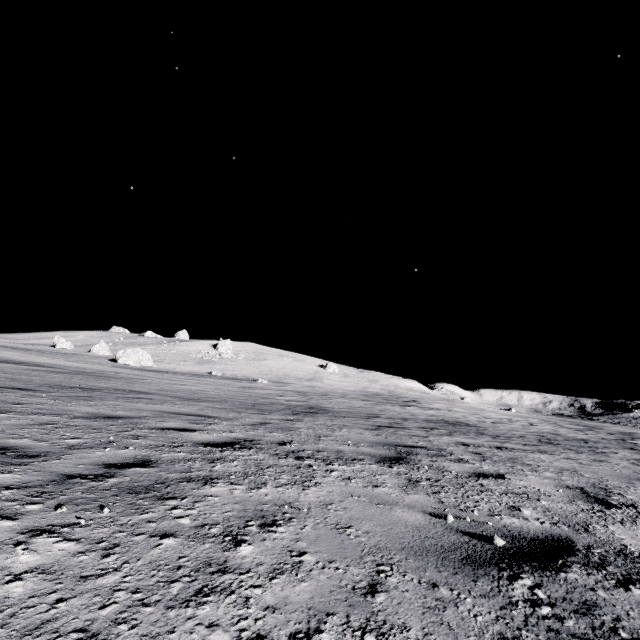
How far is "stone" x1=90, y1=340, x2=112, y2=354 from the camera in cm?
4775

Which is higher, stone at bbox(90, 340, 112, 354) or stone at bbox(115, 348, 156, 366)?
stone at bbox(90, 340, 112, 354)

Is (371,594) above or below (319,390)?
below

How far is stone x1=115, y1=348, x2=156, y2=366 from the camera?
38.32m

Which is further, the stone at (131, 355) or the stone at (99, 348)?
the stone at (99, 348)

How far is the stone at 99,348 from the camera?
47.8m

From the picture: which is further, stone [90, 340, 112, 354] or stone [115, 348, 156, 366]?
stone [90, 340, 112, 354]
